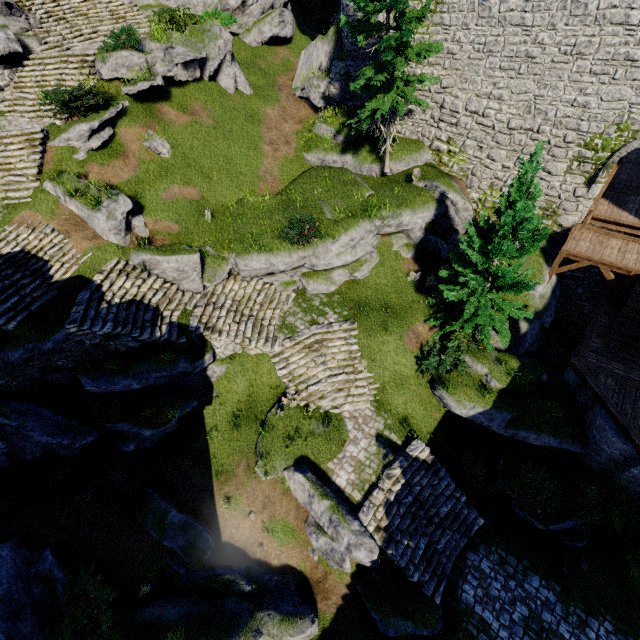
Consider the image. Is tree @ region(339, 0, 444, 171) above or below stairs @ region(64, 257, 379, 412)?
above

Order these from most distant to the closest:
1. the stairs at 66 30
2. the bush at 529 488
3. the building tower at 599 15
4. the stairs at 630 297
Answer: the stairs at 66 30 → the stairs at 630 297 → the building tower at 599 15 → the bush at 529 488

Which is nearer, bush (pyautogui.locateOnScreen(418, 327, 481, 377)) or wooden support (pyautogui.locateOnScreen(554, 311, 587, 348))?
bush (pyautogui.locateOnScreen(418, 327, 481, 377))

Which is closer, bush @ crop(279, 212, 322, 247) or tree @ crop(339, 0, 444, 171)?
tree @ crop(339, 0, 444, 171)

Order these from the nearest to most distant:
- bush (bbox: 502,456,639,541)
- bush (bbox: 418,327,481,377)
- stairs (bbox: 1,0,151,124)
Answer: bush (bbox: 502,456,639,541) < bush (bbox: 418,327,481,377) < stairs (bbox: 1,0,151,124)

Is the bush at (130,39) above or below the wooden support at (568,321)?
above

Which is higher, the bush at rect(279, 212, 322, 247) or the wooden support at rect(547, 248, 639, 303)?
the bush at rect(279, 212, 322, 247)

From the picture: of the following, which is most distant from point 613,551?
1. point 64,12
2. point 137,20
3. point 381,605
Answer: point 64,12
